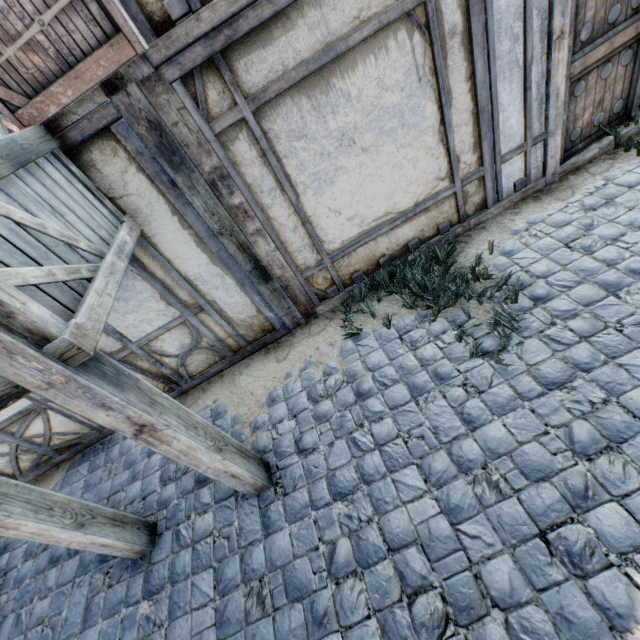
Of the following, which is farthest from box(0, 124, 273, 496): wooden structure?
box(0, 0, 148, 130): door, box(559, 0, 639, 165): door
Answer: box(559, 0, 639, 165): door

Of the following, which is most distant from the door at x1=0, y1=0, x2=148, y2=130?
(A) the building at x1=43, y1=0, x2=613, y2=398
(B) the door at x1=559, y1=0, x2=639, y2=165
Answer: (B) the door at x1=559, y1=0, x2=639, y2=165

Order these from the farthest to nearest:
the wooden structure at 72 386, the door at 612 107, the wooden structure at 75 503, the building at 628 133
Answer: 1. the building at 628 133
2. the door at 612 107
3. the wooden structure at 75 503
4. the wooden structure at 72 386

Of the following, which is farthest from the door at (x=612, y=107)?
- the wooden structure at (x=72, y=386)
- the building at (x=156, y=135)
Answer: the wooden structure at (x=72, y=386)

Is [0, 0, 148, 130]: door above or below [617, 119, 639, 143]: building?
above

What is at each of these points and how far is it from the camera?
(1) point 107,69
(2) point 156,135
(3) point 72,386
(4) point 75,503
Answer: (1) door, 2.2m
(2) building, 2.7m
(3) wooden structure, 1.8m
(4) wooden structure, 2.7m

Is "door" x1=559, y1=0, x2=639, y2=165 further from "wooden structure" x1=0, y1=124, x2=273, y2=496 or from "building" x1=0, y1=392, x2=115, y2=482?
"wooden structure" x1=0, y1=124, x2=273, y2=496
